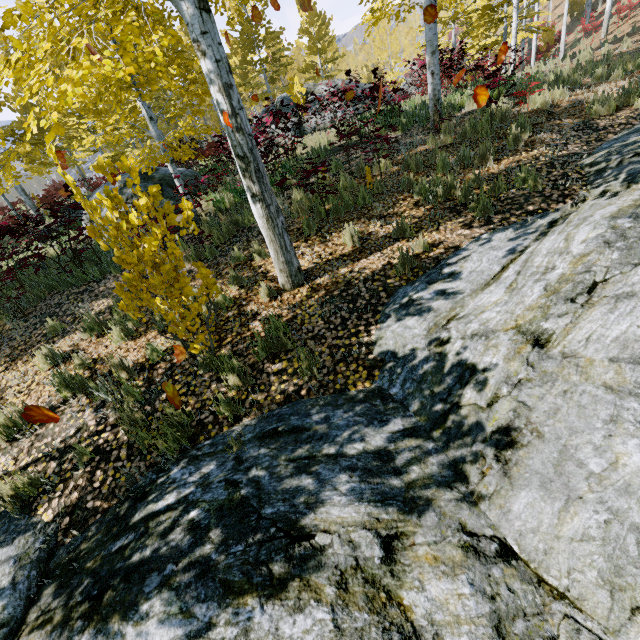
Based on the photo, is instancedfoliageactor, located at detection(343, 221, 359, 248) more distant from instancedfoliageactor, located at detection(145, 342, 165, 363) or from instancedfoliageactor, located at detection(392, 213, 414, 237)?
instancedfoliageactor, located at detection(145, 342, 165, 363)

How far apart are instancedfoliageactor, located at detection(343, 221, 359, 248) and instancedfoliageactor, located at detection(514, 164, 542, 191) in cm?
264

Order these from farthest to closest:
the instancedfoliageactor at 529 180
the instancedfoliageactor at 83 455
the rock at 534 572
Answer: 1. the instancedfoliageactor at 529 180
2. the instancedfoliageactor at 83 455
3. the rock at 534 572

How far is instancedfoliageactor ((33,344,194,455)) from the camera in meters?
3.4

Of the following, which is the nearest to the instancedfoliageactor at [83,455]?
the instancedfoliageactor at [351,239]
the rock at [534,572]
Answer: the rock at [534,572]

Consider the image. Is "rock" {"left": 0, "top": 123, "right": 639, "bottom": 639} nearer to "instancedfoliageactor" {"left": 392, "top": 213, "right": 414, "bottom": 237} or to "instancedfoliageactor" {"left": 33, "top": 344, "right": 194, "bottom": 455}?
"instancedfoliageactor" {"left": 33, "top": 344, "right": 194, "bottom": 455}

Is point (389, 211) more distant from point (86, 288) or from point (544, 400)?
point (86, 288)

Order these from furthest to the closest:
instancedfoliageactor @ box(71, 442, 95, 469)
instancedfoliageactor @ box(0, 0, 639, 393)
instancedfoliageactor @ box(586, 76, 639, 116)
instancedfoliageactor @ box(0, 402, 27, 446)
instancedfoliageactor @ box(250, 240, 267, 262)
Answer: instancedfoliageactor @ box(586, 76, 639, 116)
instancedfoliageactor @ box(250, 240, 267, 262)
instancedfoliageactor @ box(0, 402, 27, 446)
instancedfoliageactor @ box(71, 442, 95, 469)
instancedfoliageactor @ box(0, 0, 639, 393)
